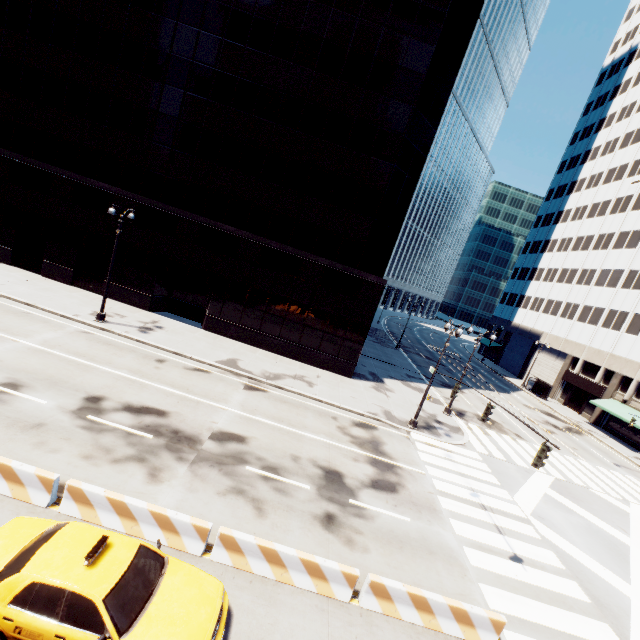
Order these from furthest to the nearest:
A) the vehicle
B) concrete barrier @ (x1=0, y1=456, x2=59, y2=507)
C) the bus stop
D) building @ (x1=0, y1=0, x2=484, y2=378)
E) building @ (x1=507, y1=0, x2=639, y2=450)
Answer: the bus stop, building @ (x1=507, y1=0, x2=639, y2=450), building @ (x1=0, y1=0, x2=484, y2=378), concrete barrier @ (x1=0, y1=456, x2=59, y2=507), the vehicle

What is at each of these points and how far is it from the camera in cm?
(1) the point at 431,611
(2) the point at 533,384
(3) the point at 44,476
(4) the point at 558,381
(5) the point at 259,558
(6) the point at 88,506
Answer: (1) concrete barrier, 877
(2) bus stop, 4741
(3) concrete barrier, 843
(4) building, 4728
(5) concrete barrier, 865
(6) concrete barrier, 854

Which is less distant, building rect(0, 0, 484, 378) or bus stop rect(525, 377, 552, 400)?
building rect(0, 0, 484, 378)

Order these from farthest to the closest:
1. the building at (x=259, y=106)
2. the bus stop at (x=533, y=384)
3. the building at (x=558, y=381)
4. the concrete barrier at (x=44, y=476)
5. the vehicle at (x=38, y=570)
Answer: the bus stop at (x=533, y=384)
the building at (x=558, y=381)
the building at (x=259, y=106)
the concrete barrier at (x=44, y=476)
the vehicle at (x=38, y=570)

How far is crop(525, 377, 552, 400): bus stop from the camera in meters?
44.3

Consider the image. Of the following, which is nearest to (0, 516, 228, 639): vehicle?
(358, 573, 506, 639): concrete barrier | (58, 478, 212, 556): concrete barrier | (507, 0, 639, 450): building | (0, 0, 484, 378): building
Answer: (58, 478, 212, 556): concrete barrier

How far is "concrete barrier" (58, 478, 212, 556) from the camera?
8.49m

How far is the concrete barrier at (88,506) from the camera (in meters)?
8.49
